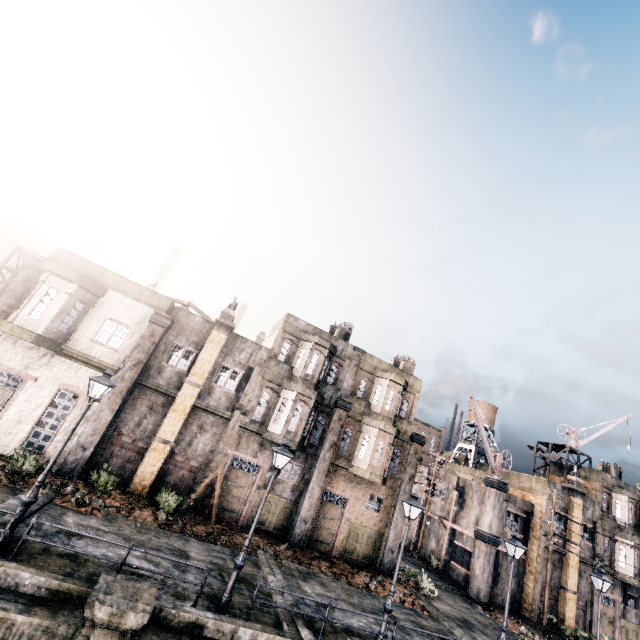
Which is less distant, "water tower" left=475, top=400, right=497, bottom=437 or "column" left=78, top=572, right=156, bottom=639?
"column" left=78, top=572, right=156, bottom=639

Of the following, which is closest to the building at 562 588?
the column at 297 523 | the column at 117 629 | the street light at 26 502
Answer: the column at 297 523

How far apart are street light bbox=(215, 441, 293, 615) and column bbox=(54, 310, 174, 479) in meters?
10.4

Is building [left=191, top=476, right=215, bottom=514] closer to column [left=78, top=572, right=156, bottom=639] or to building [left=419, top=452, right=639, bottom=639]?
column [left=78, top=572, right=156, bottom=639]

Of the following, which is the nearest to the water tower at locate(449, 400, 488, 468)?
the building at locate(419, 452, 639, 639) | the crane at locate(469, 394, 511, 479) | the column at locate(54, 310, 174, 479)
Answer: the building at locate(419, 452, 639, 639)

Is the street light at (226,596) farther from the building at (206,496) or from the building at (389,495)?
the building at (389,495)

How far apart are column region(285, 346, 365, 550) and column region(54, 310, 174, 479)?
12.1m

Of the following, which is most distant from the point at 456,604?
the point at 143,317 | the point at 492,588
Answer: the point at 143,317
